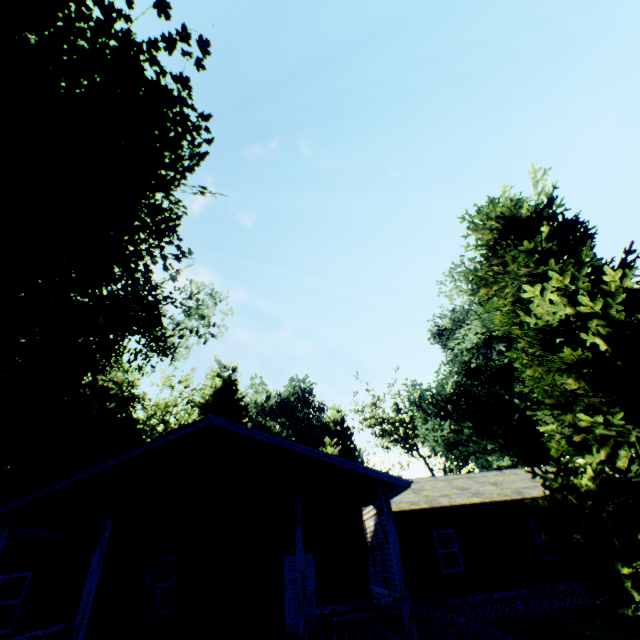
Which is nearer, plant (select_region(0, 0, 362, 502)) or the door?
the door

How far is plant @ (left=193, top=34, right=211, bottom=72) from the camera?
14.6 meters

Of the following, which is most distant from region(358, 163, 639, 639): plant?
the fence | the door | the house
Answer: the door

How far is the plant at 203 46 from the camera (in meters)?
14.63

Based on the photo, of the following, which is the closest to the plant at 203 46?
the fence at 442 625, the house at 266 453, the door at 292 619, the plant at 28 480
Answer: the plant at 28 480

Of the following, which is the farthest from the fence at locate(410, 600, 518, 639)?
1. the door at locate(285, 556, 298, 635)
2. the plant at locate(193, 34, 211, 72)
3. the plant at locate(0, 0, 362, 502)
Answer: the plant at locate(193, 34, 211, 72)

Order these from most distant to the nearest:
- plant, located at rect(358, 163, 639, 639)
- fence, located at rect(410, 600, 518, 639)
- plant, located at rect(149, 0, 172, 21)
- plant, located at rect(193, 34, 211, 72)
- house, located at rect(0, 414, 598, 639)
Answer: plant, located at rect(193, 34, 211, 72)
plant, located at rect(149, 0, 172, 21)
house, located at rect(0, 414, 598, 639)
fence, located at rect(410, 600, 518, 639)
plant, located at rect(358, 163, 639, 639)

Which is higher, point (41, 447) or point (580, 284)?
point (41, 447)
